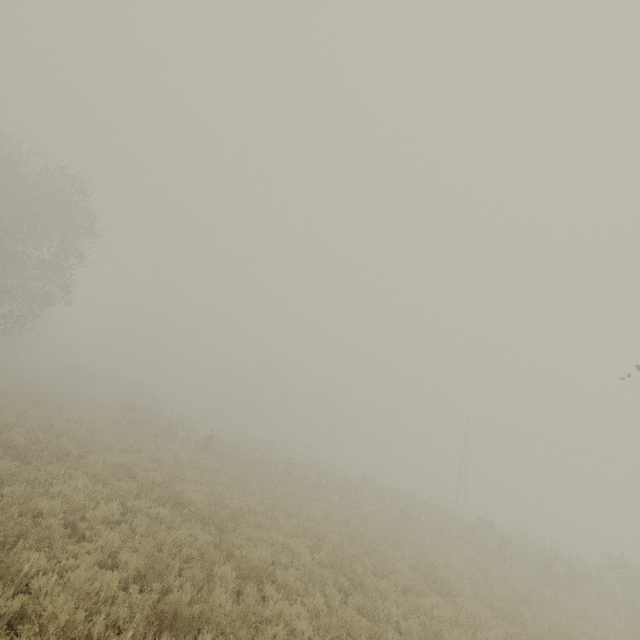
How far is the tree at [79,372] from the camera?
49.6m

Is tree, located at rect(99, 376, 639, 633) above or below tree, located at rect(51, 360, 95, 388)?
below

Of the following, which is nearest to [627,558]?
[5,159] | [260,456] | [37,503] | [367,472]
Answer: [260,456]

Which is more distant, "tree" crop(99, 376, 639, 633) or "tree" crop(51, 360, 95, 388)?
"tree" crop(51, 360, 95, 388)

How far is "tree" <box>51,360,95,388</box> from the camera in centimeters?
4956cm

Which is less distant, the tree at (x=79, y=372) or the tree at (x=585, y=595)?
the tree at (x=585, y=595)
